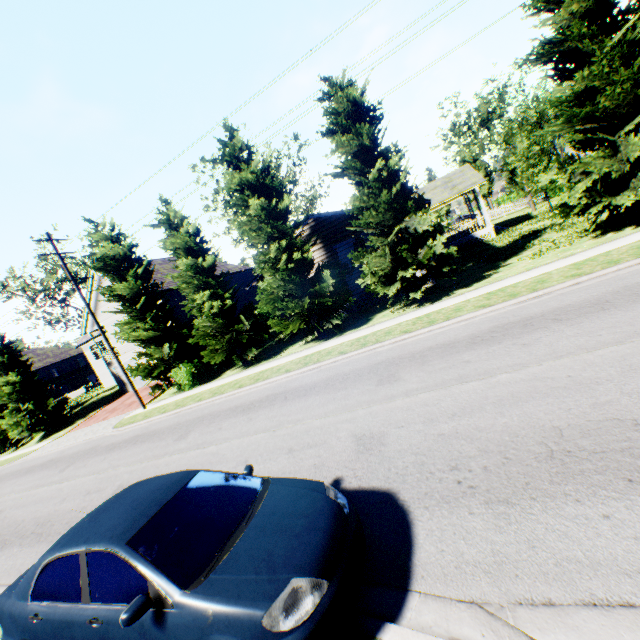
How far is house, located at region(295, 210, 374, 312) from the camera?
19.09m

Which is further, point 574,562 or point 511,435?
point 511,435

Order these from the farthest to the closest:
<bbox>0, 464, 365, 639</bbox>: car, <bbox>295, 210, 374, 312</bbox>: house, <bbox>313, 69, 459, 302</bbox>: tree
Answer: <bbox>295, 210, 374, 312</bbox>: house, <bbox>313, 69, 459, 302</bbox>: tree, <bbox>0, 464, 365, 639</bbox>: car

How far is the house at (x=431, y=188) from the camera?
25.3m

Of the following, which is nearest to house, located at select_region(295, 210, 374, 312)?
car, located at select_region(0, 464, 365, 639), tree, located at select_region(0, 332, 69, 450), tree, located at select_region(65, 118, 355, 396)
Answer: tree, located at select_region(65, 118, 355, 396)

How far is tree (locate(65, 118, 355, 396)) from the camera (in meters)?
15.90

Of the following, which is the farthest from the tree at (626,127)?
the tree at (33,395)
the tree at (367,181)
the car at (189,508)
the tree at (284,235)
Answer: the tree at (33,395)
